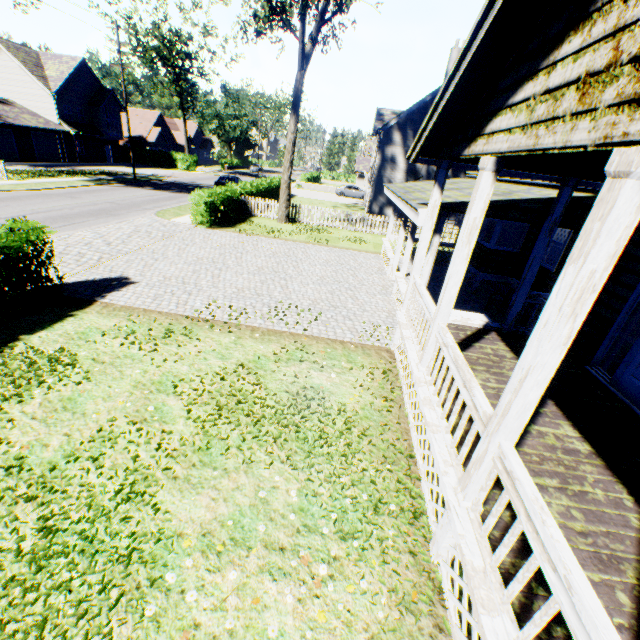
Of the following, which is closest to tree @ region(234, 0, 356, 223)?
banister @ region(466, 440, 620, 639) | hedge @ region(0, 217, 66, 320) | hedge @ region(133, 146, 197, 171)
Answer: hedge @ region(133, 146, 197, 171)

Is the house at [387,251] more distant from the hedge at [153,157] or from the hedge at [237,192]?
the hedge at [153,157]

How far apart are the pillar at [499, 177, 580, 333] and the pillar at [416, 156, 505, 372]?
3.2m

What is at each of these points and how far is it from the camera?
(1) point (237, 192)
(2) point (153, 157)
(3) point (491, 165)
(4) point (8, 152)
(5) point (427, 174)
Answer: (1) hedge, 20.77m
(2) hedge, 48.84m
(3) pillar, 4.17m
(4) garage door, 31.75m
(5) chimney, 25.53m

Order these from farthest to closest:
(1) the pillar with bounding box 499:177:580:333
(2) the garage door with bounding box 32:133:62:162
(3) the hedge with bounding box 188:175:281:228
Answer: (2) the garage door with bounding box 32:133:62:162 < (3) the hedge with bounding box 188:175:281:228 < (1) the pillar with bounding box 499:177:580:333

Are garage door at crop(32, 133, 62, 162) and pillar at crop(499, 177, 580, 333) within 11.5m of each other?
no

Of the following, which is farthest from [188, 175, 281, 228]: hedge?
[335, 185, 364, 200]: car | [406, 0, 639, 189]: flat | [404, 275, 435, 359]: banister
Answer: [404, 275, 435, 359]: banister

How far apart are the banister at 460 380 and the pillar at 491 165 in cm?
3
